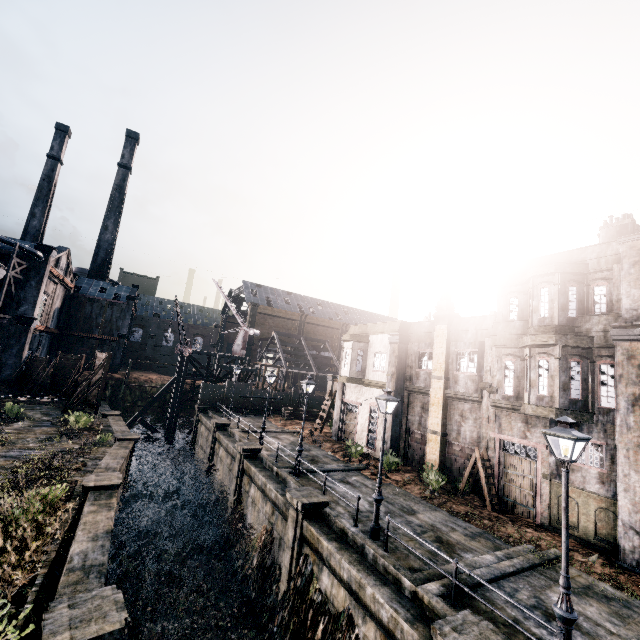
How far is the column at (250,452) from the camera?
21.8m

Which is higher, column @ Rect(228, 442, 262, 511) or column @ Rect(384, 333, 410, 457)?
column @ Rect(384, 333, 410, 457)

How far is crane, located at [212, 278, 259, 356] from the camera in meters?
47.9

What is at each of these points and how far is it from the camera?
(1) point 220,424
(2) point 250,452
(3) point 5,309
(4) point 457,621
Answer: (1) column, 29.6 meters
(2) column, 22.1 meters
(3) building, 36.2 meters
(4) column, 8.1 meters

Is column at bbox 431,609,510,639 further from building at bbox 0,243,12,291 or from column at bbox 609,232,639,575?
building at bbox 0,243,12,291

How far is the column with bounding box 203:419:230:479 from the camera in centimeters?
2911cm

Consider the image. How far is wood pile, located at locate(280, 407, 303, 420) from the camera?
37.5m

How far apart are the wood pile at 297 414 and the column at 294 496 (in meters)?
21.50
